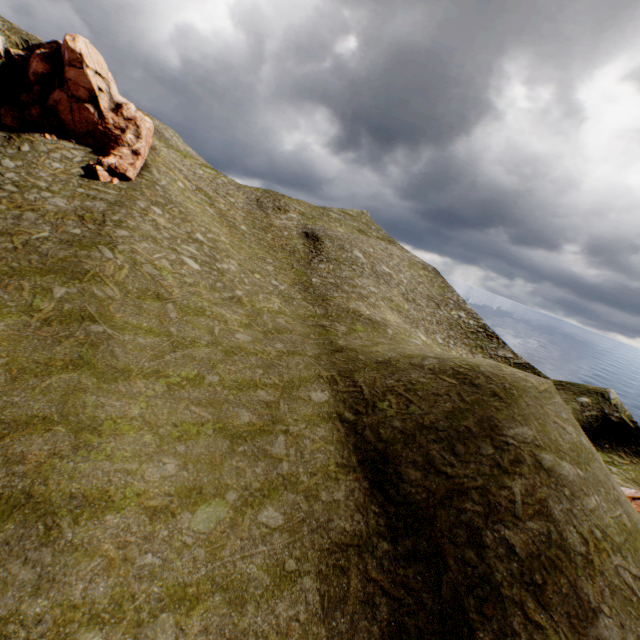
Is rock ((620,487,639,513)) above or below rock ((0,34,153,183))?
below

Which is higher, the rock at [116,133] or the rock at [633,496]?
the rock at [116,133]

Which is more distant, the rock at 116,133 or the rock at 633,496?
the rock at 116,133

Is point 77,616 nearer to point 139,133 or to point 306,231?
point 139,133

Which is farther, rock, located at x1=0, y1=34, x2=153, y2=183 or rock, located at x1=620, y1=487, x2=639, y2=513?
rock, located at x1=0, y1=34, x2=153, y2=183
